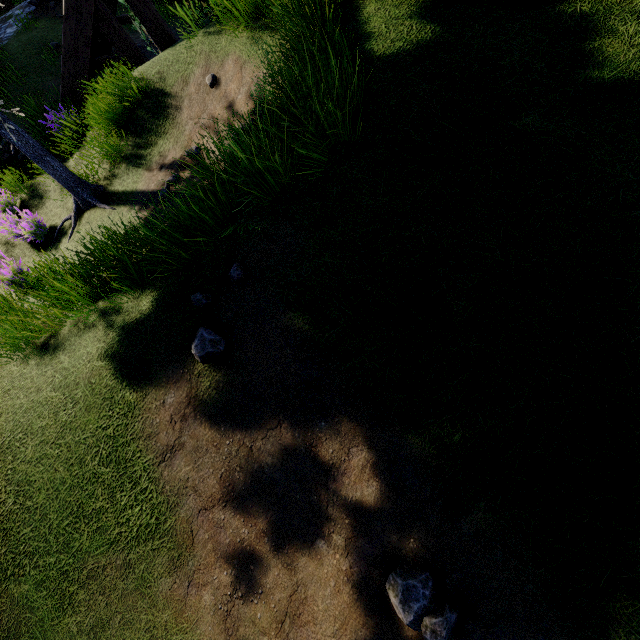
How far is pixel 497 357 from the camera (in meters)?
2.41

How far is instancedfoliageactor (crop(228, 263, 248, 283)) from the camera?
3.02m

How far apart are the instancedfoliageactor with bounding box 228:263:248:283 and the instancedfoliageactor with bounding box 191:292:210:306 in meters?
0.3

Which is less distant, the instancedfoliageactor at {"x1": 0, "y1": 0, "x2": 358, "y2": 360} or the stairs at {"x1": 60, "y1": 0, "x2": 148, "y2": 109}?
the instancedfoliageactor at {"x1": 0, "y1": 0, "x2": 358, "y2": 360}

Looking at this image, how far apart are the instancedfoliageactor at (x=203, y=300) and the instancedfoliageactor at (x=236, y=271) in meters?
0.3

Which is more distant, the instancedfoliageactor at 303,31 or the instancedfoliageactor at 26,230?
the instancedfoliageactor at 26,230

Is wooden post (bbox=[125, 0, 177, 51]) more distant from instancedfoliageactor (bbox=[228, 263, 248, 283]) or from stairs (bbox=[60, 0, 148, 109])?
instancedfoliageactor (bbox=[228, 263, 248, 283])

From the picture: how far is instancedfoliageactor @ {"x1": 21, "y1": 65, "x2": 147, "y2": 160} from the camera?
5.6 meters
